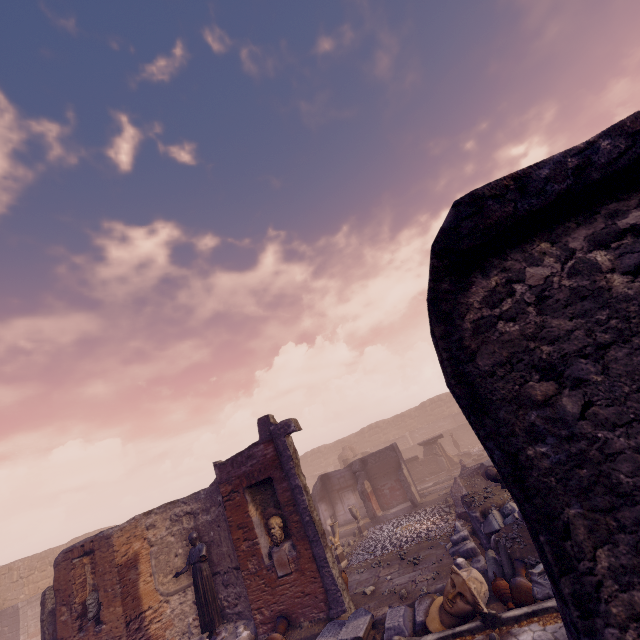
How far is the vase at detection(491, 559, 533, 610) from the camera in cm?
569

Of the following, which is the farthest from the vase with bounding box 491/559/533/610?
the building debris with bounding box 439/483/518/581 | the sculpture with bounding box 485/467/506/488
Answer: the sculpture with bounding box 485/467/506/488

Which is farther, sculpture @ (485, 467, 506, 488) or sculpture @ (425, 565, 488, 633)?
sculpture @ (485, 467, 506, 488)

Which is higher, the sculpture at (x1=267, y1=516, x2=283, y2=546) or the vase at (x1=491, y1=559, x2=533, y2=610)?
the sculpture at (x1=267, y1=516, x2=283, y2=546)

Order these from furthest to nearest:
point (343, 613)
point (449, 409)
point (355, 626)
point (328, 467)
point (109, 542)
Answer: point (328, 467)
point (449, 409)
point (109, 542)
point (343, 613)
point (355, 626)

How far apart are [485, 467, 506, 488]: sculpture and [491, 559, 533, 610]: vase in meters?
2.7

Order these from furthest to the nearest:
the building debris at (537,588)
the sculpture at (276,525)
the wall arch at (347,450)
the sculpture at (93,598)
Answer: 1. the wall arch at (347,450)
2. the sculpture at (93,598)
3. the sculpture at (276,525)
4. the building debris at (537,588)

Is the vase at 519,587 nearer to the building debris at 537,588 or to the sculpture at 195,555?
the building debris at 537,588
